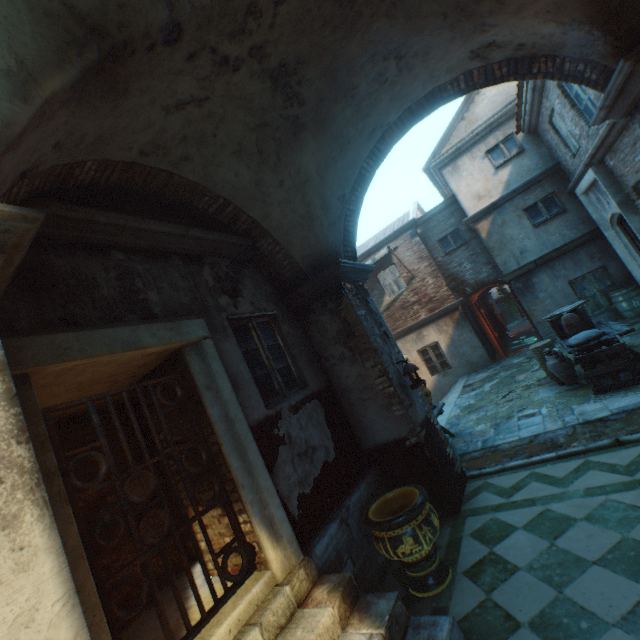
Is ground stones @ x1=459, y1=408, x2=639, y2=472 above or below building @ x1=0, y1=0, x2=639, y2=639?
below

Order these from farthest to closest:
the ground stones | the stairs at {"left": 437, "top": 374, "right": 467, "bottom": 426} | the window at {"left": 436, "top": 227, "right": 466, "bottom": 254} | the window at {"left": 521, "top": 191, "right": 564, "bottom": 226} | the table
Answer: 1. the window at {"left": 436, "top": 227, "right": 466, "bottom": 254}
2. the window at {"left": 521, "top": 191, "right": 564, "bottom": 226}
3. the stairs at {"left": 437, "top": 374, "right": 467, "bottom": 426}
4. the table
5. the ground stones

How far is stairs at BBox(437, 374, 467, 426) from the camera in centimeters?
911cm

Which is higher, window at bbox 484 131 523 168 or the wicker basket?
window at bbox 484 131 523 168

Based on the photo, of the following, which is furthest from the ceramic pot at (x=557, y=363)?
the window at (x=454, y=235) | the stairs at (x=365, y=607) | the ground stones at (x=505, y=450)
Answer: the window at (x=454, y=235)

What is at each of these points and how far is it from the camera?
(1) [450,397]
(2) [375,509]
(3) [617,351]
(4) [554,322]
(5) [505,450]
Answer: (1) stairs, 11.03m
(2) ceramic pot, 3.86m
(3) wooden crate, 5.69m
(4) wooden crate, 7.98m
(5) ground stones, 5.59m

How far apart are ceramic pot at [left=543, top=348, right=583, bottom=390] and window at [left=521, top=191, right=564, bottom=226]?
5.9m

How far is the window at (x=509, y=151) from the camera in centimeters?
1110cm
